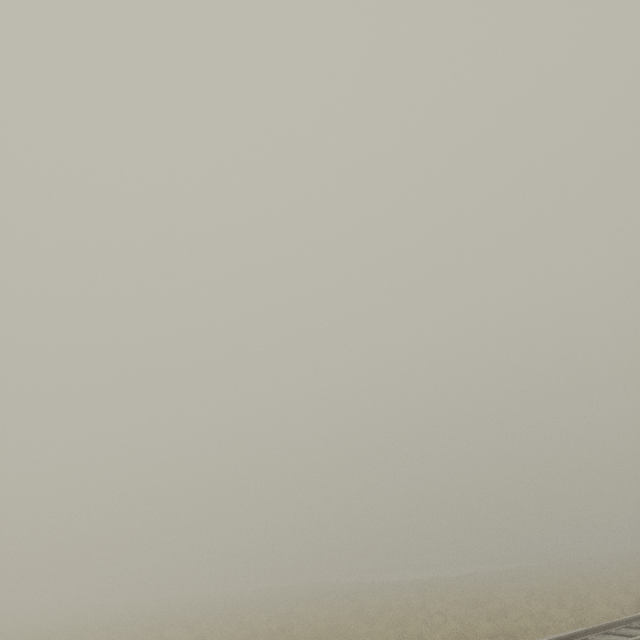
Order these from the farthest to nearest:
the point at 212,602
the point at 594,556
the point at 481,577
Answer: the point at 594,556, the point at 212,602, the point at 481,577
